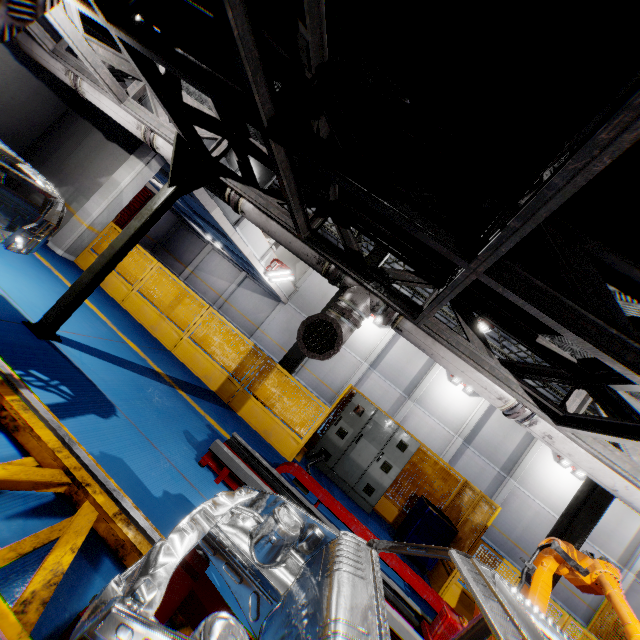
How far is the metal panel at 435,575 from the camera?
6.4m

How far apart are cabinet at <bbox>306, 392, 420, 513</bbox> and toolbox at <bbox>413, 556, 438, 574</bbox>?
0.73m

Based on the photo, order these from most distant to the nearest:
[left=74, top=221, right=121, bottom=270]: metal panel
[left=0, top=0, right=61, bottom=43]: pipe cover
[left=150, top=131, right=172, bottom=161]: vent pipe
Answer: [left=74, top=221, right=121, bottom=270]: metal panel → [left=150, top=131, right=172, bottom=161]: vent pipe → [left=0, top=0, right=61, bottom=43]: pipe cover

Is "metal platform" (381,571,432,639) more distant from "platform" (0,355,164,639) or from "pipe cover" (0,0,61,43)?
"pipe cover" (0,0,61,43)

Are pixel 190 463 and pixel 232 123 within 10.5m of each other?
yes

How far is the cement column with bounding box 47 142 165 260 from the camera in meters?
8.5 m

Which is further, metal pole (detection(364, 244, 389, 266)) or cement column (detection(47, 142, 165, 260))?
metal pole (detection(364, 244, 389, 266))
